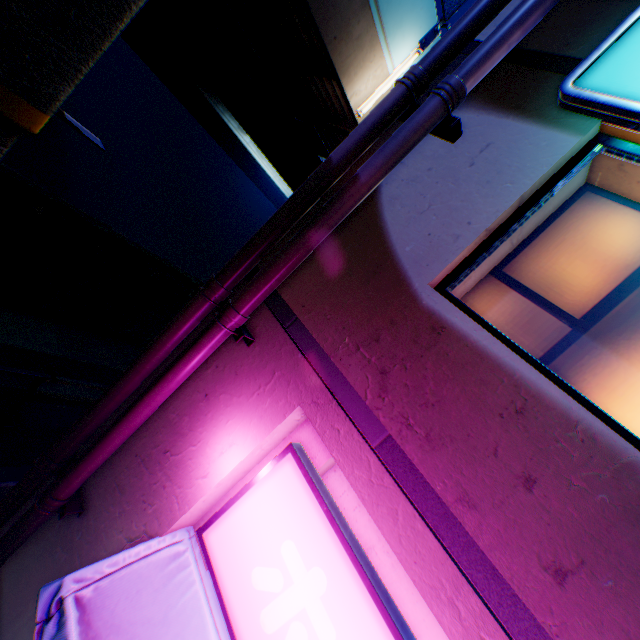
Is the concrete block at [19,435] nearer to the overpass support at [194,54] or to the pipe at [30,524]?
the overpass support at [194,54]

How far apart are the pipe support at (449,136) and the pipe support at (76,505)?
5.0 meters

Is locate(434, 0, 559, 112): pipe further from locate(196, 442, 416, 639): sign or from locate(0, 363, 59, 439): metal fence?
locate(0, 363, 59, 439): metal fence

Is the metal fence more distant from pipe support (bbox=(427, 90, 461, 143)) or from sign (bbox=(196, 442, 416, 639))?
pipe support (bbox=(427, 90, 461, 143))

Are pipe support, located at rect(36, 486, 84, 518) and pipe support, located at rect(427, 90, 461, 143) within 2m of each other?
no

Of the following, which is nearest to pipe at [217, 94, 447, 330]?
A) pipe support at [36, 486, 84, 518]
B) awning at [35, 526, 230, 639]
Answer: pipe support at [36, 486, 84, 518]

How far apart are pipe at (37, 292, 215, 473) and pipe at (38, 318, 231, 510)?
0.1m

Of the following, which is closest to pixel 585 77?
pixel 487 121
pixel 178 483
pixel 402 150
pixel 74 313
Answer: pixel 487 121
